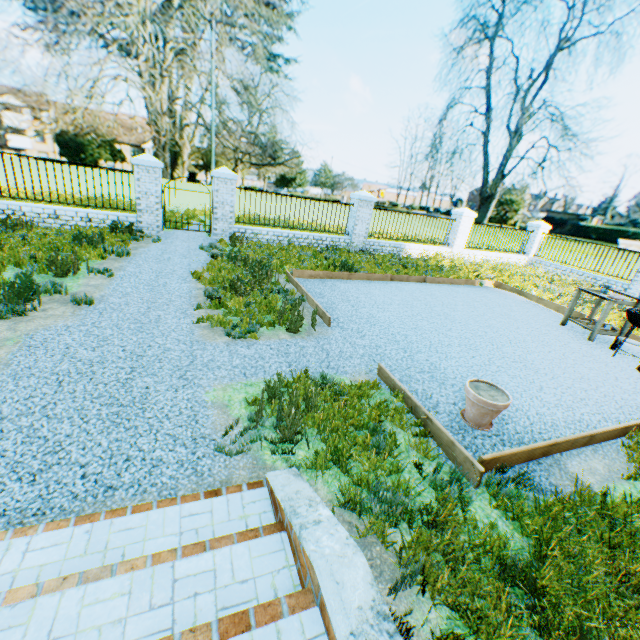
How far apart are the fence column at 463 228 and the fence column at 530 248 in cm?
477

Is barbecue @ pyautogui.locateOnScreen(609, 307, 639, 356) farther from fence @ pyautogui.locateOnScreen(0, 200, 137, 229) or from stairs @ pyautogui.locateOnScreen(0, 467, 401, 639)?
fence @ pyautogui.locateOnScreen(0, 200, 137, 229)

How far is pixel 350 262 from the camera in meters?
11.2

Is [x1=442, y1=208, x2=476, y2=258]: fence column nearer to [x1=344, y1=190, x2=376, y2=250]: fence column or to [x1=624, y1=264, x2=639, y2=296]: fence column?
[x1=344, y1=190, x2=376, y2=250]: fence column

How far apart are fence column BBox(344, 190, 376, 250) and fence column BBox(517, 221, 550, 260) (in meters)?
10.38

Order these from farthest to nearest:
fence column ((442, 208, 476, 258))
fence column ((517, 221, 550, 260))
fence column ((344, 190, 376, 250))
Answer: fence column ((517, 221, 550, 260))
fence column ((442, 208, 476, 258))
fence column ((344, 190, 376, 250))

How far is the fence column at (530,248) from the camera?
17.5 meters

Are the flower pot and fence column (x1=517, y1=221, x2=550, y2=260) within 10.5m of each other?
no
